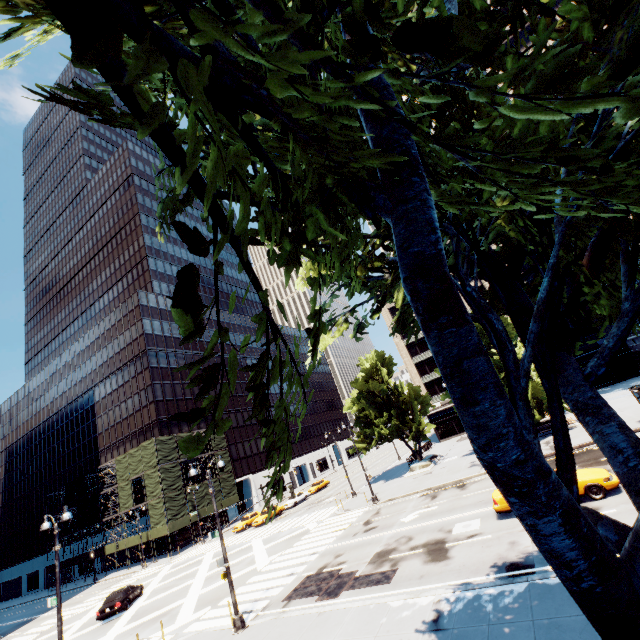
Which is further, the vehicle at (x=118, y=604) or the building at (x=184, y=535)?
the building at (x=184, y=535)

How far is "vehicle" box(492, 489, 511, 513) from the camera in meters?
15.4 m

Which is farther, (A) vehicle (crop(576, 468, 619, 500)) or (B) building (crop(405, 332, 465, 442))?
(B) building (crop(405, 332, 465, 442))

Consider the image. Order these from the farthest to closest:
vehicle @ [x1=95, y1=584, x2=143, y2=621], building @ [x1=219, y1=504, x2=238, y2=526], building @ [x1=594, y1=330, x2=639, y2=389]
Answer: building @ [x1=219, y1=504, x2=238, y2=526] < building @ [x1=594, y1=330, x2=639, y2=389] < vehicle @ [x1=95, y1=584, x2=143, y2=621]

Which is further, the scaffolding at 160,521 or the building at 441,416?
the building at 441,416

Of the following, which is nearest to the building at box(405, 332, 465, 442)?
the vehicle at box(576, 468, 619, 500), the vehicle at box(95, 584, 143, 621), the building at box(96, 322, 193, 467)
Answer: the vehicle at box(576, 468, 619, 500)

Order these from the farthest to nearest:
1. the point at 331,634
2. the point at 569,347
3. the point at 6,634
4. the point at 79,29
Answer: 1. the point at 6,634
2. the point at 331,634
3. the point at 569,347
4. the point at 79,29

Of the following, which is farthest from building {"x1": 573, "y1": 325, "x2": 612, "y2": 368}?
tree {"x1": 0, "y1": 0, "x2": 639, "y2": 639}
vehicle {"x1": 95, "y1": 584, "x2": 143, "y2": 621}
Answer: vehicle {"x1": 95, "y1": 584, "x2": 143, "y2": 621}
